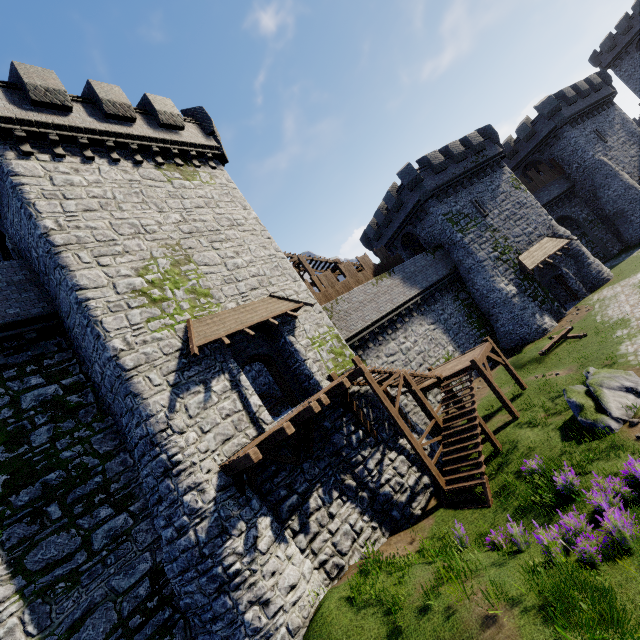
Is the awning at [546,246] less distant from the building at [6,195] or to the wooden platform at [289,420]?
→ the building at [6,195]

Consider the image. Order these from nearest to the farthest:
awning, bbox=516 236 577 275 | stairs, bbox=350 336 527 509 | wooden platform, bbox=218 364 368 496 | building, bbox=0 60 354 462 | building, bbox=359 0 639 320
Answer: wooden platform, bbox=218 364 368 496, building, bbox=0 60 354 462, stairs, bbox=350 336 527 509, awning, bbox=516 236 577 275, building, bbox=359 0 639 320

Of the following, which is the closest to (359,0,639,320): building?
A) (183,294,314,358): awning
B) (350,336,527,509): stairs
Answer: (350,336,527,509): stairs

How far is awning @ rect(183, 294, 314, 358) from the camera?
11.2 meters

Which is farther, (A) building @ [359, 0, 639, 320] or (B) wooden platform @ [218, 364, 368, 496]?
(A) building @ [359, 0, 639, 320]

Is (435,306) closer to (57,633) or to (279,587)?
(279,587)

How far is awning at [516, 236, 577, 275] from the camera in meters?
25.5 m

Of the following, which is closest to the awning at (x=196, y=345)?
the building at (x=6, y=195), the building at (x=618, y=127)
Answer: the building at (x=6, y=195)
